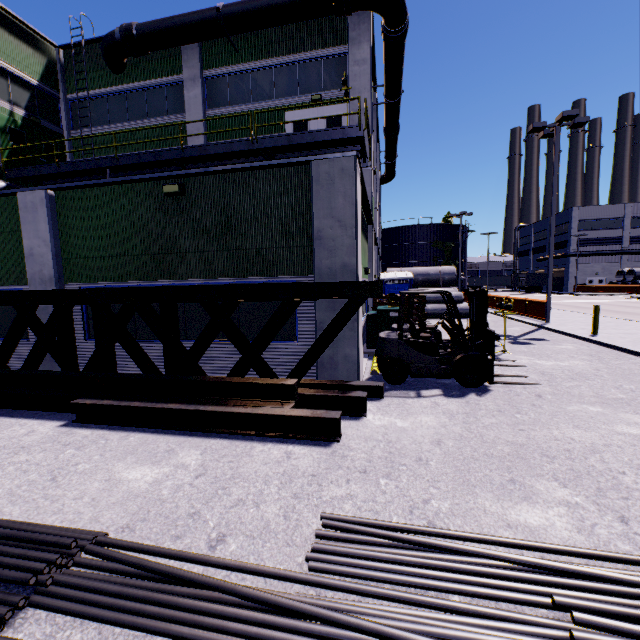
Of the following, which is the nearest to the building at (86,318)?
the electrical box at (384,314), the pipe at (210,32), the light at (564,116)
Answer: the pipe at (210,32)

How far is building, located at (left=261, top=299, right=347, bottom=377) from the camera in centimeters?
713cm

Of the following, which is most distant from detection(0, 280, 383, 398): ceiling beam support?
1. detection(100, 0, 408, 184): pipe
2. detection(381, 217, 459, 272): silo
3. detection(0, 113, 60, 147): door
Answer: detection(381, 217, 459, 272): silo

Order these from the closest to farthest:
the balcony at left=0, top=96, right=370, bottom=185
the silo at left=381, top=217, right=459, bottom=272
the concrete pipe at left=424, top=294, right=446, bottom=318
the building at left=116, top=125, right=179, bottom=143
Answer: the balcony at left=0, top=96, right=370, bottom=185
the building at left=116, top=125, right=179, bottom=143
the concrete pipe at left=424, top=294, right=446, bottom=318
the silo at left=381, top=217, right=459, bottom=272

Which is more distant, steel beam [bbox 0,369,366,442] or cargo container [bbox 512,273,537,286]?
cargo container [bbox 512,273,537,286]

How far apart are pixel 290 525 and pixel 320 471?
1.0 meters

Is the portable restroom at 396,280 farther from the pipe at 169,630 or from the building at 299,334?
the pipe at 169,630
